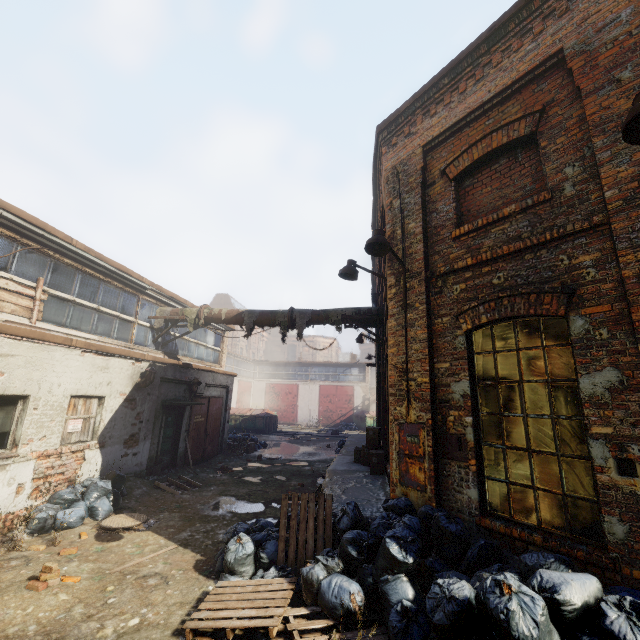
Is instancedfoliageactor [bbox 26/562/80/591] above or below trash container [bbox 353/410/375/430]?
below

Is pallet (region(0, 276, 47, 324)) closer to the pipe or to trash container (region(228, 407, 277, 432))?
the pipe

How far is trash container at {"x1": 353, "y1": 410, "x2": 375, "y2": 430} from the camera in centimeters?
3042cm

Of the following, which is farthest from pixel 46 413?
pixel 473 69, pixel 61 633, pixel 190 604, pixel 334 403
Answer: pixel 334 403

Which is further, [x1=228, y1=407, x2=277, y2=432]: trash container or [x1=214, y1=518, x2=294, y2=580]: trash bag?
[x1=228, y1=407, x2=277, y2=432]: trash container

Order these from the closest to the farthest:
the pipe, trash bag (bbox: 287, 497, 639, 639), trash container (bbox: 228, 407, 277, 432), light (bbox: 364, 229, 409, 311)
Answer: trash bag (bbox: 287, 497, 639, 639) → light (bbox: 364, 229, 409, 311) → the pipe → trash container (bbox: 228, 407, 277, 432)

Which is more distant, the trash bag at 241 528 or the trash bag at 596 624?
the trash bag at 241 528

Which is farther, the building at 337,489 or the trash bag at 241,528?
the building at 337,489
